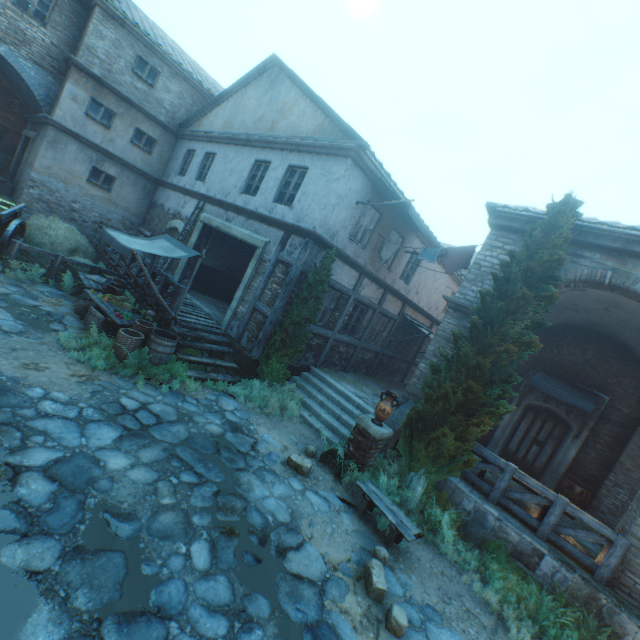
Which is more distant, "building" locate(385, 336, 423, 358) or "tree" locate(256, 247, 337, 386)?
"building" locate(385, 336, 423, 358)

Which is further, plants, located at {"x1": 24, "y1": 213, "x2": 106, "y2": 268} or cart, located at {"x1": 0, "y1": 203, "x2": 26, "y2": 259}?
plants, located at {"x1": 24, "y1": 213, "x2": 106, "y2": 268}

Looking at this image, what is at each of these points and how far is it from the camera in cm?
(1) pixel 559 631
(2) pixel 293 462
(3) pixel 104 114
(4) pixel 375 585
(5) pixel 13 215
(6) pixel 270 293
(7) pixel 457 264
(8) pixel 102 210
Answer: (1) plants, 525
(2) rocks, 662
(3) window, 1409
(4) rocks, 452
(5) cart, 1006
(6) building, 966
(7) clothesline, 949
(8) building, 1544

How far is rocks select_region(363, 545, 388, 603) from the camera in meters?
4.5 m

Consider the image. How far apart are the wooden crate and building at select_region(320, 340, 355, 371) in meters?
6.2

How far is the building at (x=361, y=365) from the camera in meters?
13.6

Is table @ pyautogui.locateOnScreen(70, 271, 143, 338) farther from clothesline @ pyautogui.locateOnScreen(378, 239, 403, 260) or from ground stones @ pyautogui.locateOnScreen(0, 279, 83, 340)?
clothesline @ pyautogui.locateOnScreen(378, 239, 403, 260)

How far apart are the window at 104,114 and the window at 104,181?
1.76m
